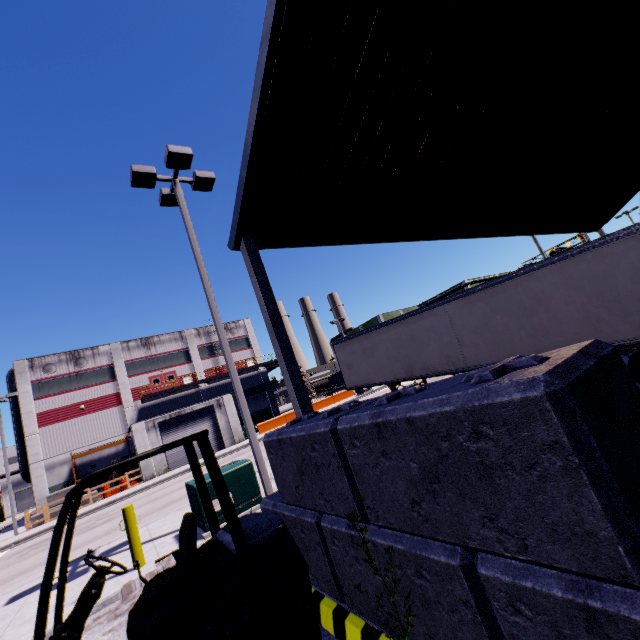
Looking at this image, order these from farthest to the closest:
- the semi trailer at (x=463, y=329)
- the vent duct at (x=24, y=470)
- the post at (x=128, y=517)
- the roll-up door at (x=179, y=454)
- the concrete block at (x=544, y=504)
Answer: the vent duct at (x=24, y=470), the roll-up door at (x=179, y=454), the semi trailer at (x=463, y=329), the post at (x=128, y=517), the concrete block at (x=544, y=504)

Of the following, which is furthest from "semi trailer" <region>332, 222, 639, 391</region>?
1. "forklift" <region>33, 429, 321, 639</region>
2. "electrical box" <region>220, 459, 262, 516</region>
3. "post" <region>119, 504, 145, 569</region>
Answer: "post" <region>119, 504, 145, 569</region>

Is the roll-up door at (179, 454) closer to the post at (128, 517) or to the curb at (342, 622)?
the curb at (342, 622)

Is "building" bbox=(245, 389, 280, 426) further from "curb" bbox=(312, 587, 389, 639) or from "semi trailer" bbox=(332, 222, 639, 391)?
"curb" bbox=(312, 587, 389, 639)

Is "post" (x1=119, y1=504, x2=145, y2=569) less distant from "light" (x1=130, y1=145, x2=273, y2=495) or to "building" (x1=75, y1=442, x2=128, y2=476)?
"light" (x1=130, y1=145, x2=273, y2=495)

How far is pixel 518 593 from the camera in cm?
181

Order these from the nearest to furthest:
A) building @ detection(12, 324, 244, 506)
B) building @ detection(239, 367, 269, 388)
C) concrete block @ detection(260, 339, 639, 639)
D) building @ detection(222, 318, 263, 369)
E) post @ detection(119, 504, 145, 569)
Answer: concrete block @ detection(260, 339, 639, 639) < post @ detection(119, 504, 145, 569) < building @ detection(12, 324, 244, 506) < building @ detection(239, 367, 269, 388) < building @ detection(222, 318, 263, 369)

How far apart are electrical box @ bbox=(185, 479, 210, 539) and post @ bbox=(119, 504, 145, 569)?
1.00m
